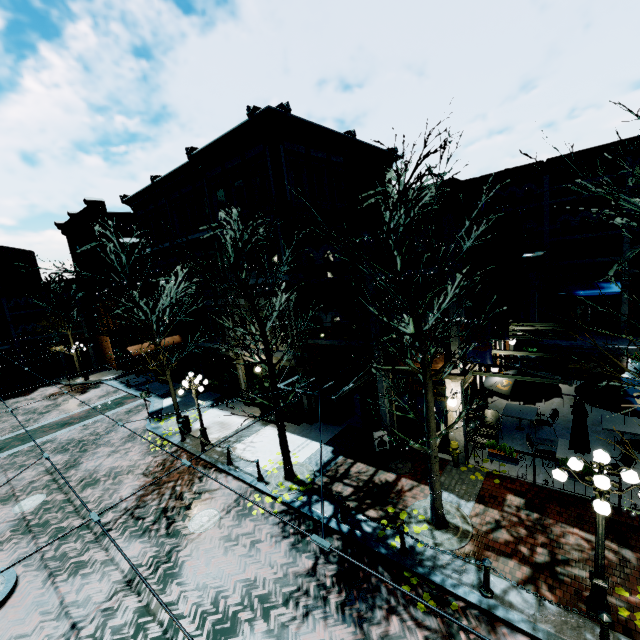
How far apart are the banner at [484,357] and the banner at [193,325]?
16.1m

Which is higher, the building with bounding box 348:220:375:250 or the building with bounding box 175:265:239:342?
the building with bounding box 348:220:375:250

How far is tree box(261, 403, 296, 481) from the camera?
11.5m

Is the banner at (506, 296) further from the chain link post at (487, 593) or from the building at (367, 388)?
the chain link post at (487, 593)

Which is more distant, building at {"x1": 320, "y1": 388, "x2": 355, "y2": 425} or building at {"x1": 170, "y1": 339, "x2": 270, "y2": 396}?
building at {"x1": 170, "y1": 339, "x2": 270, "y2": 396}

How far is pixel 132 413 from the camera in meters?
21.0

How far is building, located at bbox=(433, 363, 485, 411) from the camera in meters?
11.1

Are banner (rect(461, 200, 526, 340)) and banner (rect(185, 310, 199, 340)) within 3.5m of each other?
no
